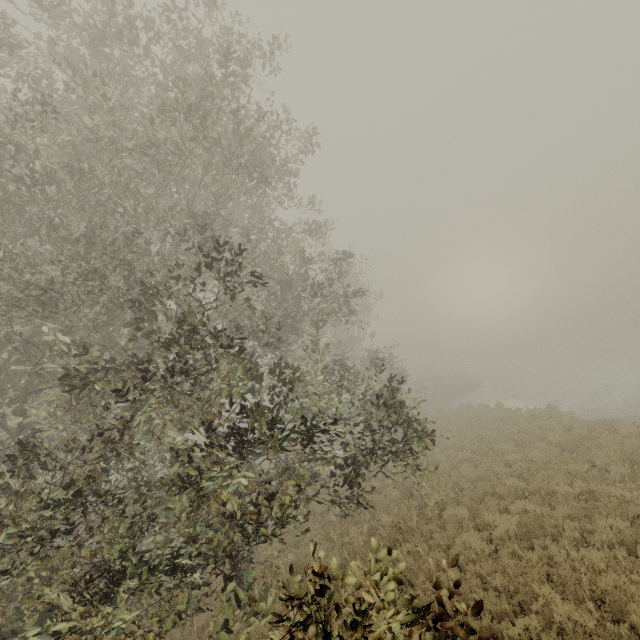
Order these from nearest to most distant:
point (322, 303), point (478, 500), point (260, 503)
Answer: point (260, 503) < point (478, 500) < point (322, 303)
